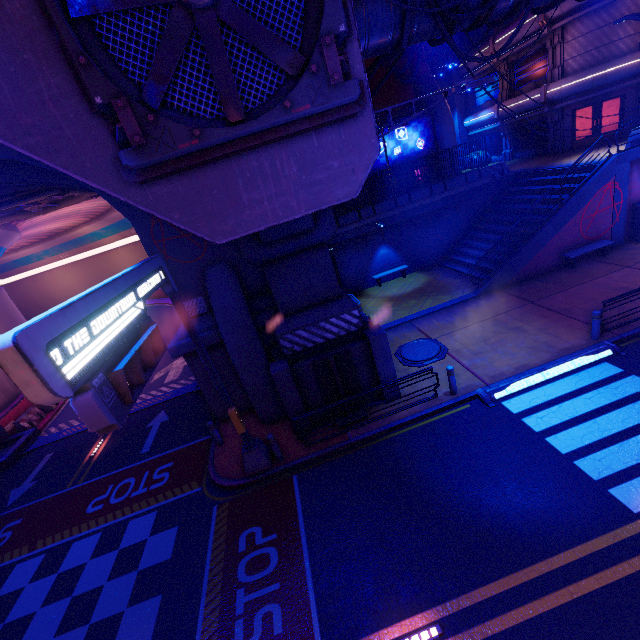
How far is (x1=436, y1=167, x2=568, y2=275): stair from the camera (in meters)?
18.73

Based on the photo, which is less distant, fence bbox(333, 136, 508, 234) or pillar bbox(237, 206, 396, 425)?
pillar bbox(237, 206, 396, 425)

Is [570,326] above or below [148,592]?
above

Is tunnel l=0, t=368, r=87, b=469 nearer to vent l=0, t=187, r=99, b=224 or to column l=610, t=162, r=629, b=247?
vent l=0, t=187, r=99, b=224

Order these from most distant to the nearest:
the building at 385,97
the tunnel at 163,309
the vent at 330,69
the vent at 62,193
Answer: the tunnel at 163,309 → the building at 385,97 → the vent at 62,193 → the vent at 330,69

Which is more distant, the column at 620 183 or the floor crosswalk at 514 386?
the column at 620 183

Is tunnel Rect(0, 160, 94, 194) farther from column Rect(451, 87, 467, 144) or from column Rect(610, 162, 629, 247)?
column Rect(451, 87, 467, 144)

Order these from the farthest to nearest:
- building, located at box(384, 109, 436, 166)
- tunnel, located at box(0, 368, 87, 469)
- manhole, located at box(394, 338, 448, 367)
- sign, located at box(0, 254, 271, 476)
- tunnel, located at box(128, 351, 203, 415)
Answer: building, located at box(384, 109, 436, 166), tunnel, located at box(128, 351, 203, 415), tunnel, located at box(0, 368, 87, 469), manhole, located at box(394, 338, 448, 367), sign, located at box(0, 254, 271, 476)
